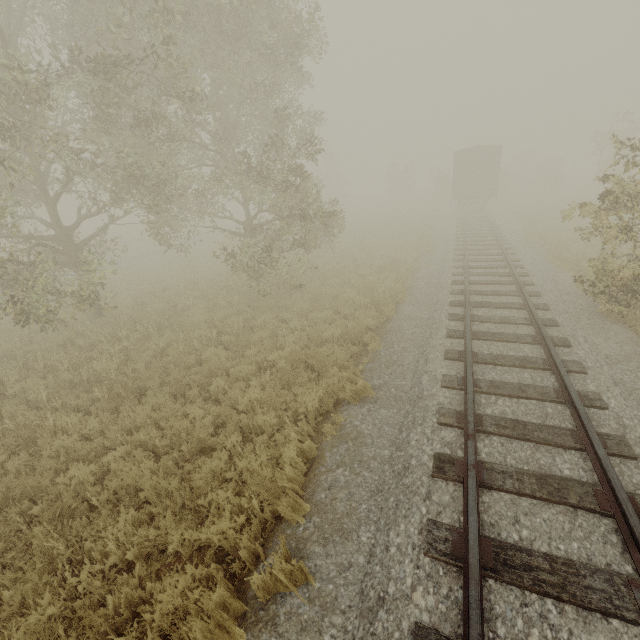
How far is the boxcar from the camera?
24.8m

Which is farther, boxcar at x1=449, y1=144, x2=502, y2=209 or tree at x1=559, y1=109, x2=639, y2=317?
boxcar at x1=449, y1=144, x2=502, y2=209

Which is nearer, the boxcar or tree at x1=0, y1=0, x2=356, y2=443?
tree at x1=0, y1=0, x2=356, y2=443

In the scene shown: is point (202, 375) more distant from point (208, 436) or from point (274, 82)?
point (274, 82)

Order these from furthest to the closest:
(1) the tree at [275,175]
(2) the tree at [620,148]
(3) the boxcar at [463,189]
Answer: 1. (3) the boxcar at [463,189]
2. (1) the tree at [275,175]
3. (2) the tree at [620,148]

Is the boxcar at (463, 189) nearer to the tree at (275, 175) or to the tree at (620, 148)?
the tree at (620, 148)

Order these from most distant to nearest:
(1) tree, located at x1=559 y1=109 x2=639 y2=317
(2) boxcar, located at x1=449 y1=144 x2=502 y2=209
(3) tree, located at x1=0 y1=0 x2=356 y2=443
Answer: (2) boxcar, located at x1=449 y1=144 x2=502 y2=209
(3) tree, located at x1=0 y1=0 x2=356 y2=443
(1) tree, located at x1=559 y1=109 x2=639 y2=317

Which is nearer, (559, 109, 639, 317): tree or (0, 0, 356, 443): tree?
(559, 109, 639, 317): tree
